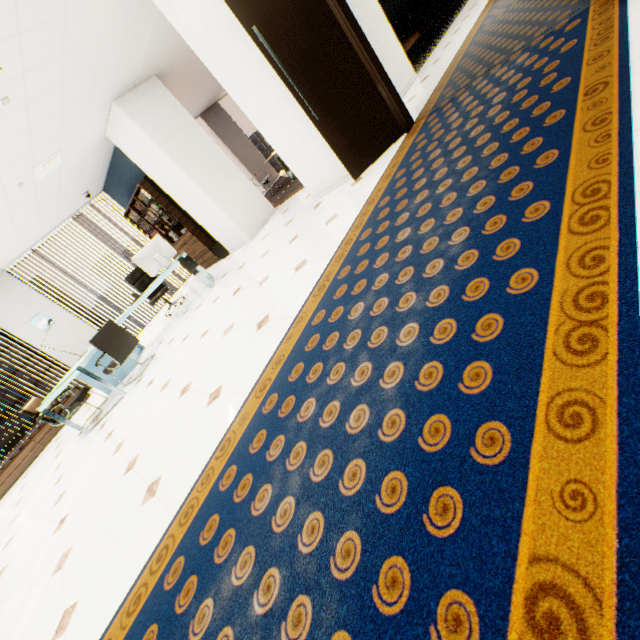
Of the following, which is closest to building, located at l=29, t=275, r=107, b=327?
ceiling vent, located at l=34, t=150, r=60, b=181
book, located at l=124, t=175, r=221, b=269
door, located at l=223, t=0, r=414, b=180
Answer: book, located at l=124, t=175, r=221, b=269

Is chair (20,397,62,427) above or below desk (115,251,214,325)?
above

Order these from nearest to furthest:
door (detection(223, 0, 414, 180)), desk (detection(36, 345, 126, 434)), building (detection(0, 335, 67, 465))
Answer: door (detection(223, 0, 414, 180)) < desk (detection(36, 345, 126, 434)) < building (detection(0, 335, 67, 465))

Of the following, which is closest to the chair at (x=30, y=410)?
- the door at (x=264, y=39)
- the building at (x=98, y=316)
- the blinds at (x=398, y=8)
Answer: the door at (x=264, y=39)

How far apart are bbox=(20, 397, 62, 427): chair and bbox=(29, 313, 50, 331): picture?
2.8 meters

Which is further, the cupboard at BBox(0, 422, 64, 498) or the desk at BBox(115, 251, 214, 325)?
the cupboard at BBox(0, 422, 64, 498)

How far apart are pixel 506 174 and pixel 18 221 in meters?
7.6 m

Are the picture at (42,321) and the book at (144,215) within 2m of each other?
no
